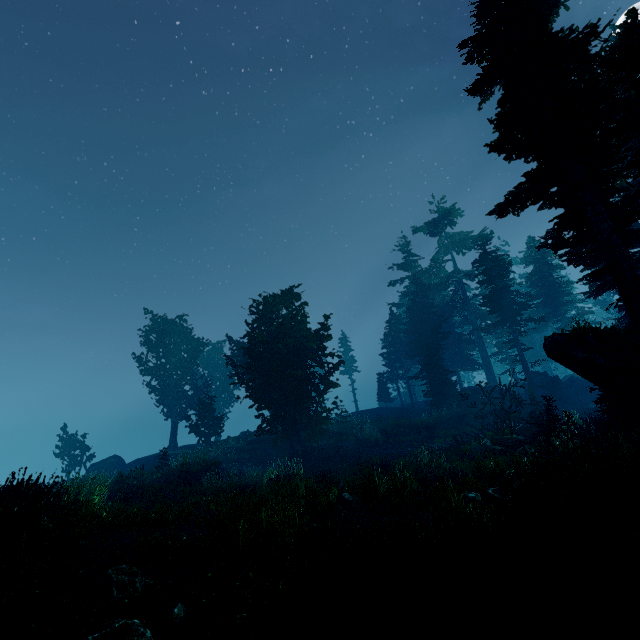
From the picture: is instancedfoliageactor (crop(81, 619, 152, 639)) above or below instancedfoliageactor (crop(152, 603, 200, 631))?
above

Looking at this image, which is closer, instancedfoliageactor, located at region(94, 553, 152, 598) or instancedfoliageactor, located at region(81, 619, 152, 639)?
instancedfoliageactor, located at region(81, 619, 152, 639)

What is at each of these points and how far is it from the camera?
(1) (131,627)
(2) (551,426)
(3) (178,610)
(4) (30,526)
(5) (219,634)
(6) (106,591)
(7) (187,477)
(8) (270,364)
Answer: (1) instancedfoliageactor, 3.7 meters
(2) tree, 15.5 meters
(3) instancedfoliageactor, 4.3 meters
(4) tree trunk, 5.3 meters
(5) instancedfoliageactor, 3.8 meters
(6) instancedfoliageactor, 4.8 meters
(7) rock, 18.4 meters
(8) instancedfoliageactor, 18.8 meters

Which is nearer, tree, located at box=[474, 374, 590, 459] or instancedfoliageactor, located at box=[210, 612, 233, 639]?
instancedfoliageactor, located at box=[210, 612, 233, 639]

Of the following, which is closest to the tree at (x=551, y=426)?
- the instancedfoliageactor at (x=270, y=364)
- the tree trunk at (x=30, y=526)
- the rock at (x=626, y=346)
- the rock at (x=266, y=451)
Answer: the instancedfoliageactor at (x=270, y=364)

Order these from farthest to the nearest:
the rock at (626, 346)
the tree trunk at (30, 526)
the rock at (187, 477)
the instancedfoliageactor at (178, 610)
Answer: the rock at (187, 477) → the rock at (626, 346) → the tree trunk at (30, 526) → the instancedfoliageactor at (178, 610)

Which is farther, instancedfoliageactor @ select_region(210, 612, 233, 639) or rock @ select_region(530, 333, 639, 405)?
rock @ select_region(530, 333, 639, 405)

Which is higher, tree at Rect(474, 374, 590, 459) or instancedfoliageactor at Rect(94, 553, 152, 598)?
instancedfoliageactor at Rect(94, 553, 152, 598)
